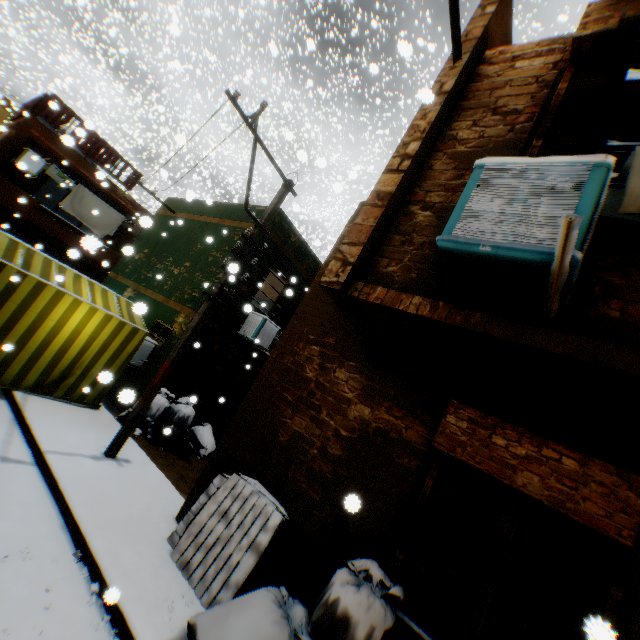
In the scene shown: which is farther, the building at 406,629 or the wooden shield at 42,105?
the wooden shield at 42,105

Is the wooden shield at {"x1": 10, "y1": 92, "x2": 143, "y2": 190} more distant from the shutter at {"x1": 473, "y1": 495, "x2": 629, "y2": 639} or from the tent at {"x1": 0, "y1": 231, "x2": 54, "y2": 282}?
the shutter at {"x1": 473, "y1": 495, "x2": 629, "y2": 639}

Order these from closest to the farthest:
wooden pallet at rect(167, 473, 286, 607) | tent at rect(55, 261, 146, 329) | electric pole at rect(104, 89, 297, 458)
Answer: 1. wooden pallet at rect(167, 473, 286, 607)
2. electric pole at rect(104, 89, 297, 458)
3. tent at rect(55, 261, 146, 329)

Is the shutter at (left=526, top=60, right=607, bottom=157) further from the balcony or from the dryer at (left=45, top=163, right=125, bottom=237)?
the balcony

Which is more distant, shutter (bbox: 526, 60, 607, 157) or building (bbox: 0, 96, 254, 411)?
building (bbox: 0, 96, 254, 411)

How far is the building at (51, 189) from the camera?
20.68m

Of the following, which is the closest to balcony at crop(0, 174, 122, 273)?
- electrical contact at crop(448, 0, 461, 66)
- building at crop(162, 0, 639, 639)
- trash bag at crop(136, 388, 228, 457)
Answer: building at crop(162, 0, 639, 639)

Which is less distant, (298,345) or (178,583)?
(178,583)
